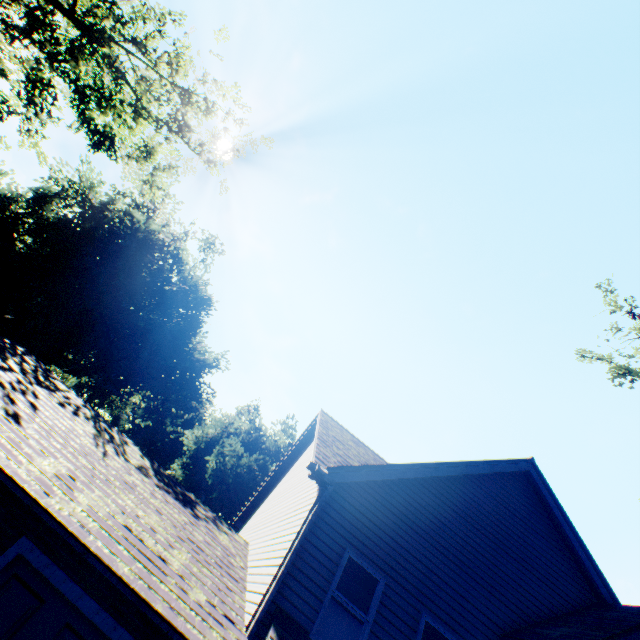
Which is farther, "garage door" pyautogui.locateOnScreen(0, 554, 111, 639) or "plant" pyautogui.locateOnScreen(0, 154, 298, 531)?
"plant" pyautogui.locateOnScreen(0, 154, 298, 531)

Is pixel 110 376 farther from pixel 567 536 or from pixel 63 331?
pixel 567 536

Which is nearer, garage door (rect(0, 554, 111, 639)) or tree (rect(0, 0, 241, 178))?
garage door (rect(0, 554, 111, 639))

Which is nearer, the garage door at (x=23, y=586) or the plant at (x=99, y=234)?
the garage door at (x=23, y=586)

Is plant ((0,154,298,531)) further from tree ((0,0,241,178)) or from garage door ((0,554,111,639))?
garage door ((0,554,111,639))

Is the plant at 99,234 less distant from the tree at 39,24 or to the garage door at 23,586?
the tree at 39,24

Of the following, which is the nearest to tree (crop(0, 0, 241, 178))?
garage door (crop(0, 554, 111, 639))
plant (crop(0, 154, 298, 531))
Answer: garage door (crop(0, 554, 111, 639))
